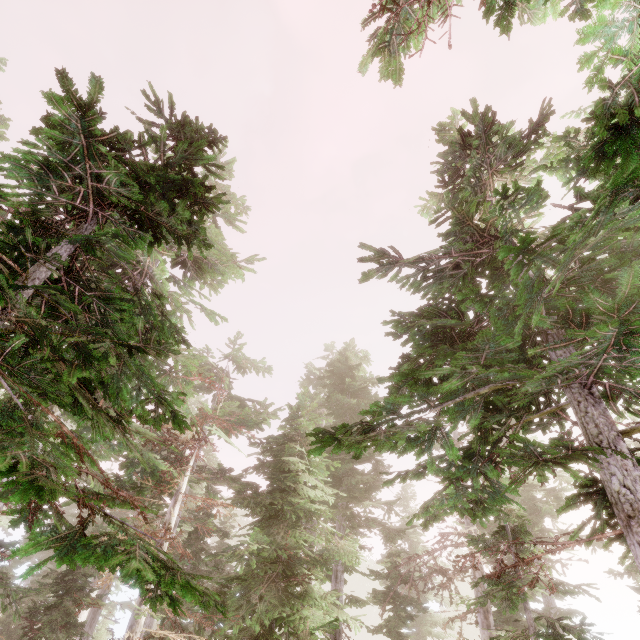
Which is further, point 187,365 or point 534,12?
point 187,365

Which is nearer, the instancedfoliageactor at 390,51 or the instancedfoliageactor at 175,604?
the instancedfoliageactor at 390,51

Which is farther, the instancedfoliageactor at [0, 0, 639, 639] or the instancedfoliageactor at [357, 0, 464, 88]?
the instancedfoliageactor at [0, 0, 639, 639]
